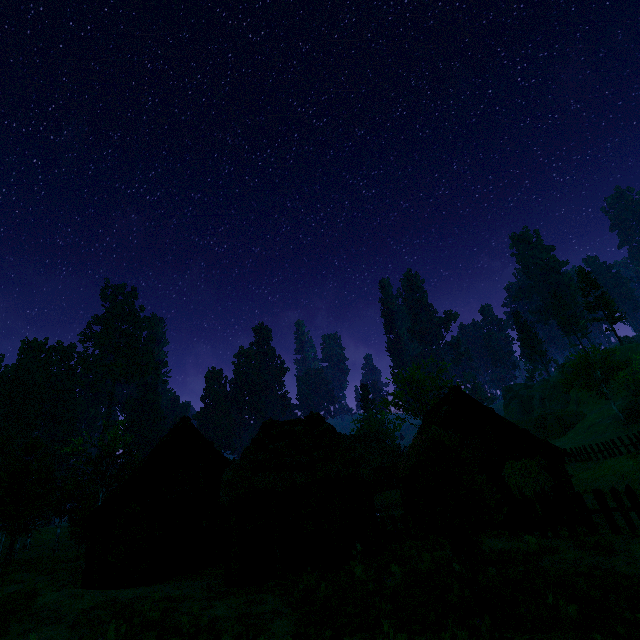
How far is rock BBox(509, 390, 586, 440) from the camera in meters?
50.4 m

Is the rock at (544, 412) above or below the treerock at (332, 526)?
above

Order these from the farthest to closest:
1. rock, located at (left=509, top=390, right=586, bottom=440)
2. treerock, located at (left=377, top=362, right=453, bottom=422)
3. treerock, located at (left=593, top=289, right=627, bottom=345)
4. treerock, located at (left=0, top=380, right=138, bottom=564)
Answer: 1. treerock, located at (left=593, top=289, right=627, bottom=345)
2. rock, located at (left=509, top=390, right=586, bottom=440)
3. treerock, located at (left=377, top=362, right=453, bottom=422)
4. treerock, located at (left=0, top=380, right=138, bottom=564)

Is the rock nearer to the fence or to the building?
the building

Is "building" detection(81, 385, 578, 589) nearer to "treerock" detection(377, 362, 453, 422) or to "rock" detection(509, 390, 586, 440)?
"treerock" detection(377, 362, 453, 422)

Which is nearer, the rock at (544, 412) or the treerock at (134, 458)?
the treerock at (134, 458)

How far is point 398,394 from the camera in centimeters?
4828cm

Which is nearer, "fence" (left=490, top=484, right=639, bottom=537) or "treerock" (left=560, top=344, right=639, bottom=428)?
"fence" (left=490, top=484, right=639, bottom=537)
